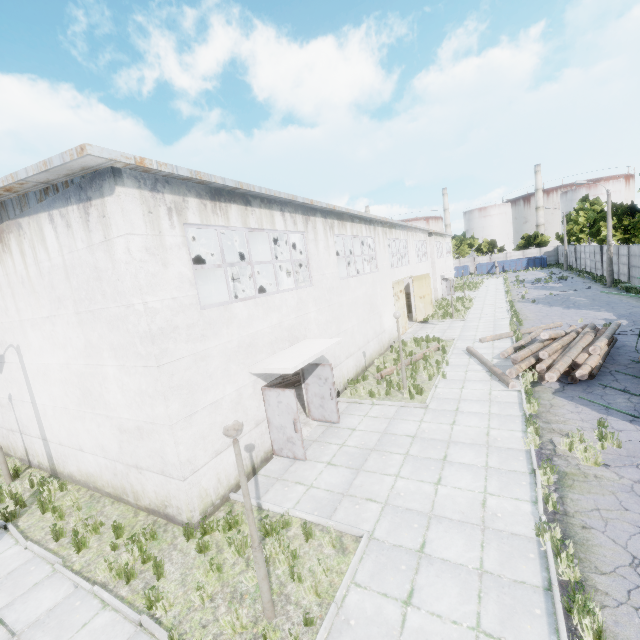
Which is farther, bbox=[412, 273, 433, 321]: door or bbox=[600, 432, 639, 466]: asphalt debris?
bbox=[412, 273, 433, 321]: door

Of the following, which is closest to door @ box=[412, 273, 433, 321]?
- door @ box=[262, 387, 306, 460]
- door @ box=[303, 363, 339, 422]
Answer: door @ box=[303, 363, 339, 422]

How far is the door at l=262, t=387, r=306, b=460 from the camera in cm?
915

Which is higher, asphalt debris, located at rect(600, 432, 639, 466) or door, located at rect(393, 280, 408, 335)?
door, located at rect(393, 280, 408, 335)

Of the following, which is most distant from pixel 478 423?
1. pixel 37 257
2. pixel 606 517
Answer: pixel 37 257

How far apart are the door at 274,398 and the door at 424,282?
19.8m

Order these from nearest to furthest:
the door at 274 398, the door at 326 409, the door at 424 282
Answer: the door at 274 398 < the door at 326 409 < the door at 424 282

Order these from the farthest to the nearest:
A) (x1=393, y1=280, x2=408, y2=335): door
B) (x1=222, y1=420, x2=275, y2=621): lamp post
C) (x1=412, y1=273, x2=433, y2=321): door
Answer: (x1=412, y1=273, x2=433, y2=321): door < (x1=393, y1=280, x2=408, y2=335): door < (x1=222, y1=420, x2=275, y2=621): lamp post
